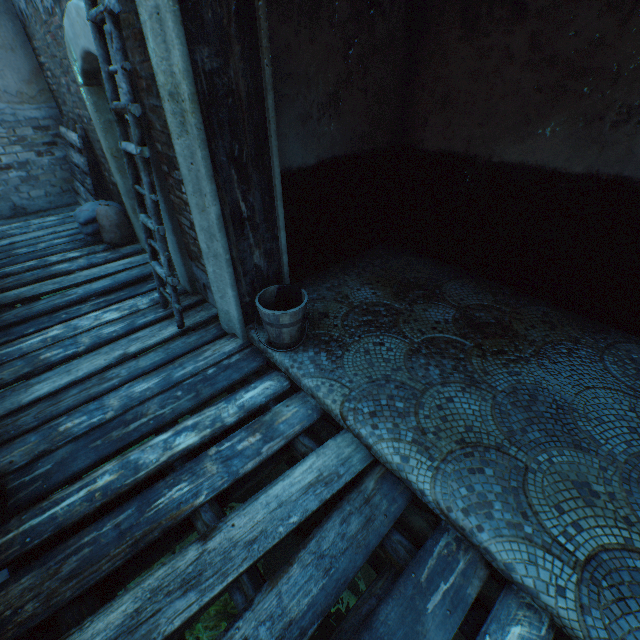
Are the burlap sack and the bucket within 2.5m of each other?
no

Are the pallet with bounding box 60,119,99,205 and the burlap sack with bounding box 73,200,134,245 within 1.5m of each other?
yes

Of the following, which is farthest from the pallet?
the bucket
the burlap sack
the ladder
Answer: the bucket

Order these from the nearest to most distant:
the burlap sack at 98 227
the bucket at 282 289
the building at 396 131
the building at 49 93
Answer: the building at 396 131, the bucket at 282 289, the building at 49 93, the burlap sack at 98 227

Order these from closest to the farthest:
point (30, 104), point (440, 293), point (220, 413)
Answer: point (220, 413), point (440, 293), point (30, 104)

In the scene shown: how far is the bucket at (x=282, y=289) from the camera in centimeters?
260cm

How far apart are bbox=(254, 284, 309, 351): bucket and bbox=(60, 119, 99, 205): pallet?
4.2m

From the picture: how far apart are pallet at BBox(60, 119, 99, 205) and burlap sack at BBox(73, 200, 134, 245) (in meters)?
0.04
